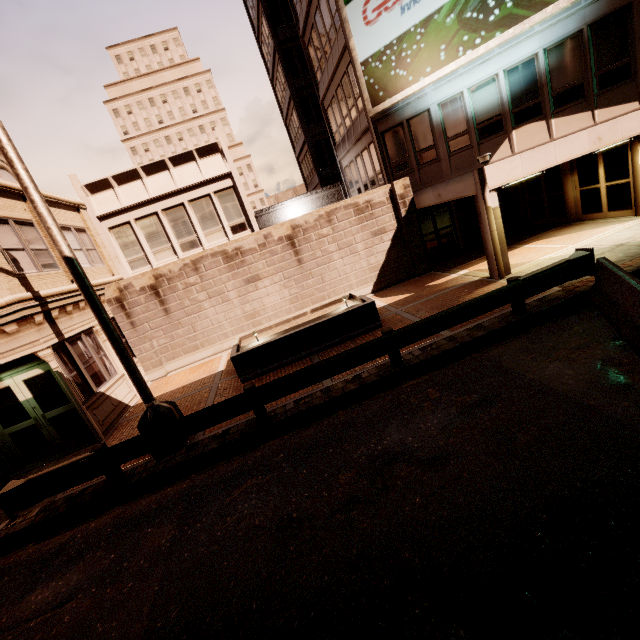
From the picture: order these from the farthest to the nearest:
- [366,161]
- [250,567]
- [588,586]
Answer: [366,161], [250,567], [588,586]

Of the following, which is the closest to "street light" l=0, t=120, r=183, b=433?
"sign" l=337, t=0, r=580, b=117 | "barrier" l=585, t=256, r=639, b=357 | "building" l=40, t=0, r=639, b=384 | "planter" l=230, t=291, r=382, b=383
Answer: "planter" l=230, t=291, r=382, b=383

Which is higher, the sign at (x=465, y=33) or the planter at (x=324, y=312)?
the sign at (x=465, y=33)

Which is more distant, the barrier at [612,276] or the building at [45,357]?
the building at [45,357]

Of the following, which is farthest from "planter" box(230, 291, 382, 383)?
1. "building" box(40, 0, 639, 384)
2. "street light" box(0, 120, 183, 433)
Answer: "building" box(40, 0, 639, 384)

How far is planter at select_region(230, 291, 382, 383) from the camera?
10.2m

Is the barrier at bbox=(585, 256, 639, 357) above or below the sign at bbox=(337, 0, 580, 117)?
below

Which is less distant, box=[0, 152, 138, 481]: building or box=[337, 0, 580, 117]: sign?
box=[0, 152, 138, 481]: building
